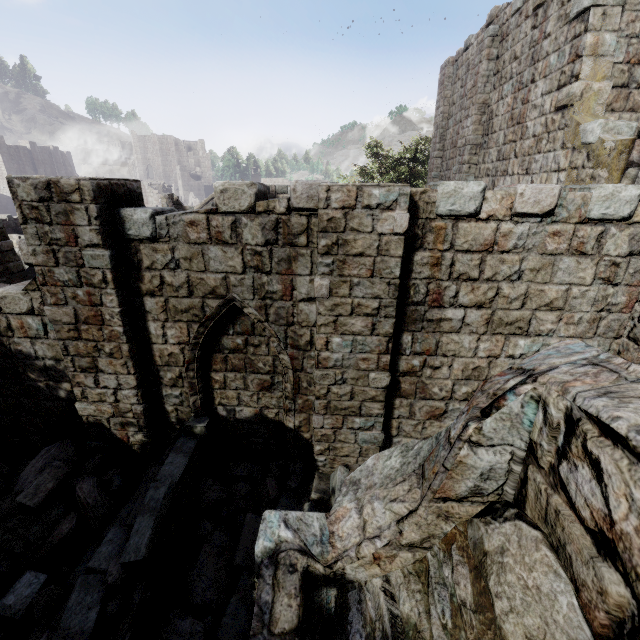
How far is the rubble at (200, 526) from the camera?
5.95m

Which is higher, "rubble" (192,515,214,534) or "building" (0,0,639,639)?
"building" (0,0,639,639)

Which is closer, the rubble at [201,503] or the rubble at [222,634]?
the rubble at [222,634]

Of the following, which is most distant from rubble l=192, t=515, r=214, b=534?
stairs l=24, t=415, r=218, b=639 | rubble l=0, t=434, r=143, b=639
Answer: rubble l=0, t=434, r=143, b=639

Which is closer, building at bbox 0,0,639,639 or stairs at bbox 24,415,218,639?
building at bbox 0,0,639,639

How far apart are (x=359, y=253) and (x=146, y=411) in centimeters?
511cm

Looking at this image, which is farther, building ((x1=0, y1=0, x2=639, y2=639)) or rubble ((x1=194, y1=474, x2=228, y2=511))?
rubble ((x1=194, y1=474, x2=228, y2=511))
